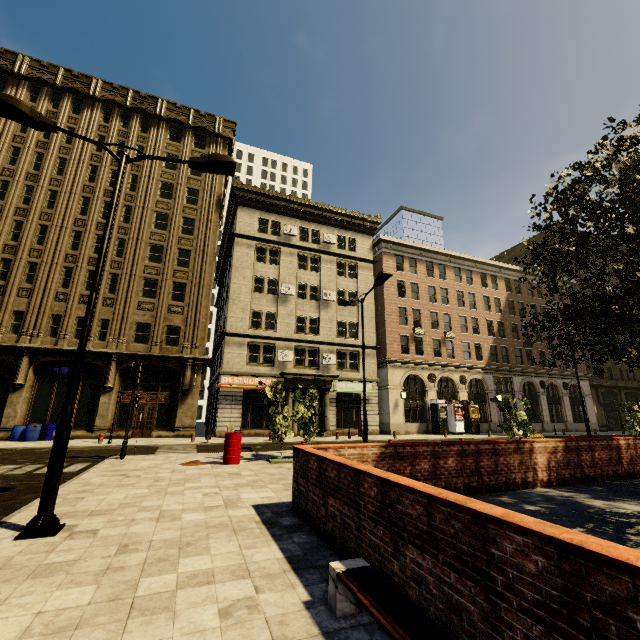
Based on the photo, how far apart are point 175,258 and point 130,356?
8.5 meters

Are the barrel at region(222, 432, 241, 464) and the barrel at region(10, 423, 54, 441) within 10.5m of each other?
no

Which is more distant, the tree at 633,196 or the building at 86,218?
the building at 86,218

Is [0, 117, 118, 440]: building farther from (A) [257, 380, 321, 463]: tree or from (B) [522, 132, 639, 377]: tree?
Answer: (A) [257, 380, 321, 463]: tree

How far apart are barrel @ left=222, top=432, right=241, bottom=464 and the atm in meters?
24.5

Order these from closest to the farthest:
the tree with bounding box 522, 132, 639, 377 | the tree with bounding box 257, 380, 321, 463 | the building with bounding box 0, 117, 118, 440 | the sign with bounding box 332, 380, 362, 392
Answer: the tree with bounding box 522, 132, 639, 377
the tree with bounding box 257, 380, 321, 463
the building with bounding box 0, 117, 118, 440
the sign with bounding box 332, 380, 362, 392

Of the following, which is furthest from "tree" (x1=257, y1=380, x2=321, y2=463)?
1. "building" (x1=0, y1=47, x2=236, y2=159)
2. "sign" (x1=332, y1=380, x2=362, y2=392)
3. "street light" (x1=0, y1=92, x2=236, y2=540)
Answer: "sign" (x1=332, y1=380, x2=362, y2=392)

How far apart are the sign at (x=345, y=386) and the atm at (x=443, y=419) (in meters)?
7.99
